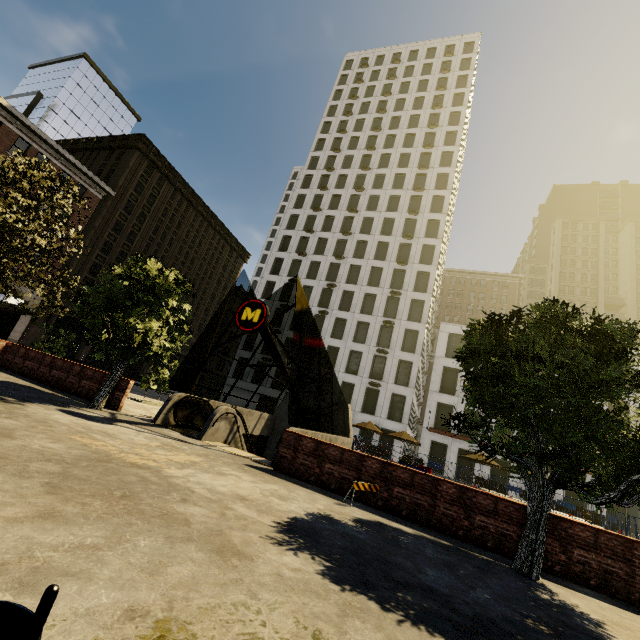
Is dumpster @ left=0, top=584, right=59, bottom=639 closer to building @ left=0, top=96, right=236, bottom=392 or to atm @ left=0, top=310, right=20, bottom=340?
atm @ left=0, top=310, right=20, bottom=340

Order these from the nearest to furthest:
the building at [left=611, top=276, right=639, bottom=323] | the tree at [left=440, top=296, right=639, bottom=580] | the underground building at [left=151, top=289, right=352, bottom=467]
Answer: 1. the tree at [left=440, top=296, right=639, bottom=580]
2. the underground building at [left=151, top=289, right=352, bottom=467]
3. the building at [left=611, top=276, right=639, bottom=323]

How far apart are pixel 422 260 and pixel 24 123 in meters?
43.5

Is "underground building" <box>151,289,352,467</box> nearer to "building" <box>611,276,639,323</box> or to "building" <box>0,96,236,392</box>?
"building" <box>0,96,236,392</box>

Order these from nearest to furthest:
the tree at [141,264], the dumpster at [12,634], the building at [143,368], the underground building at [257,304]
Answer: the dumpster at [12,634] < the tree at [141,264] < the underground building at [257,304] < the building at [143,368]

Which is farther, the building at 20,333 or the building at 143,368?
the building at 143,368

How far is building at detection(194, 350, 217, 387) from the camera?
58.0 meters

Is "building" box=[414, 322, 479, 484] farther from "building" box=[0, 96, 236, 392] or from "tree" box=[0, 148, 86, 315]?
"tree" box=[0, 148, 86, 315]
